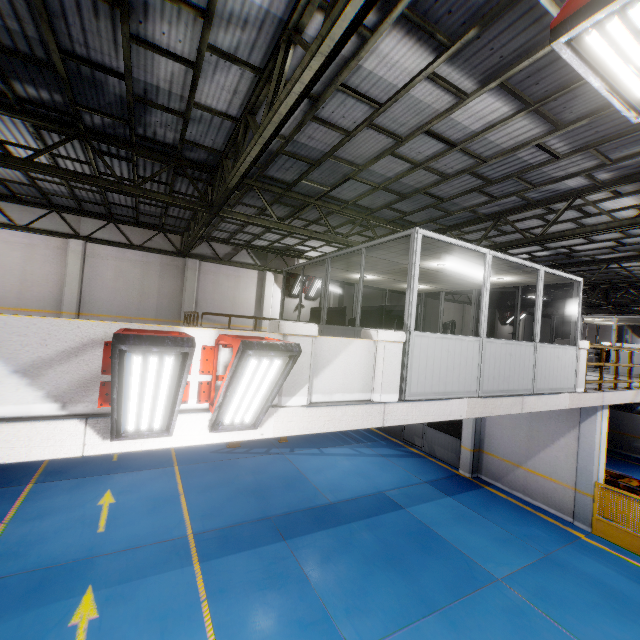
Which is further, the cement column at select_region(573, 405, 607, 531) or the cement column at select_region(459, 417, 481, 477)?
the cement column at select_region(459, 417, 481, 477)

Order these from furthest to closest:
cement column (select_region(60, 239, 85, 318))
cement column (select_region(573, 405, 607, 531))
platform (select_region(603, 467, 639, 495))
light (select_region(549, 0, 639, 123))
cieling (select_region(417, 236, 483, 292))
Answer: cement column (select_region(60, 239, 85, 318))
platform (select_region(603, 467, 639, 495))
cement column (select_region(573, 405, 607, 531))
cieling (select_region(417, 236, 483, 292))
light (select_region(549, 0, 639, 123))

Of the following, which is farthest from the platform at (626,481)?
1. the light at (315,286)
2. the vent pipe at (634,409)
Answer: the light at (315,286)

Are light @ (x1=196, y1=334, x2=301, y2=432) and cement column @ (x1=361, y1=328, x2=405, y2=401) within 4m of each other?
yes

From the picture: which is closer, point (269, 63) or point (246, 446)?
point (269, 63)

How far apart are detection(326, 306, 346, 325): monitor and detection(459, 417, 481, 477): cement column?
7.0 meters

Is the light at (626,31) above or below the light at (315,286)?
above

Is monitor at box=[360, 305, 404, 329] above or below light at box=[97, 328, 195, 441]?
above
